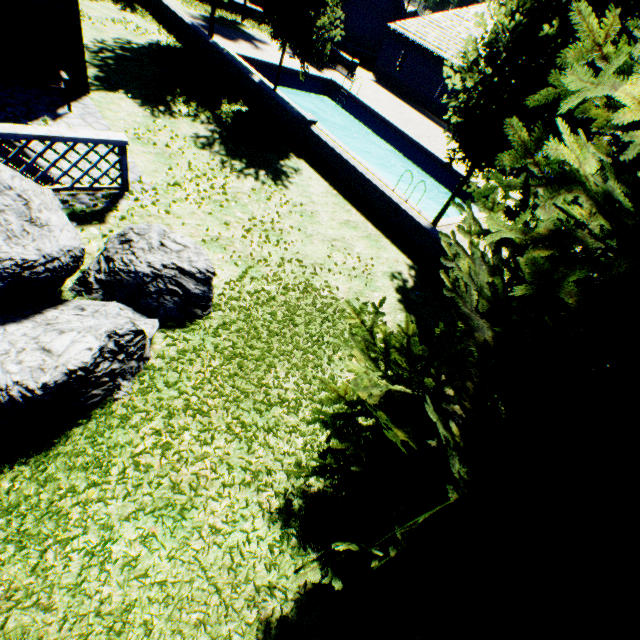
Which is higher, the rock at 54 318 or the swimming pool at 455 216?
the rock at 54 318

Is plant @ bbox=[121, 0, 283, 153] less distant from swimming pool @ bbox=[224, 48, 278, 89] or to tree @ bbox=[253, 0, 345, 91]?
tree @ bbox=[253, 0, 345, 91]

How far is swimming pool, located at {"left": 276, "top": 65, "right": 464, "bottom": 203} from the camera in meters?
18.1

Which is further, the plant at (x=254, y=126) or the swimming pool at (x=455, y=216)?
the swimming pool at (x=455, y=216)

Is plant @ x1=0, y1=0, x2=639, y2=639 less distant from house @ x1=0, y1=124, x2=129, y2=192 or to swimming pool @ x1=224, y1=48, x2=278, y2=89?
house @ x1=0, y1=124, x2=129, y2=192

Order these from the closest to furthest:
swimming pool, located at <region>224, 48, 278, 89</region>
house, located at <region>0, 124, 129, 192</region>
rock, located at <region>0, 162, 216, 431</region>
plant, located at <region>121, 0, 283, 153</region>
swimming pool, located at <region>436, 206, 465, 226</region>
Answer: rock, located at <region>0, 162, 216, 431</region> → house, located at <region>0, 124, 129, 192</region> → plant, located at <region>121, 0, 283, 153</region> → swimming pool, located at <region>436, 206, 465, 226</region> → swimming pool, located at <region>224, 48, 278, 89</region>

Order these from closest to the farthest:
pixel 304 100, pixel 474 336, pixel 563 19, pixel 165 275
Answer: pixel 474 336, pixel 165 275, pixel 563 19, pixel 304 100

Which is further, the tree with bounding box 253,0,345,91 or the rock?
the tree with bounding box 253,0,345,91
